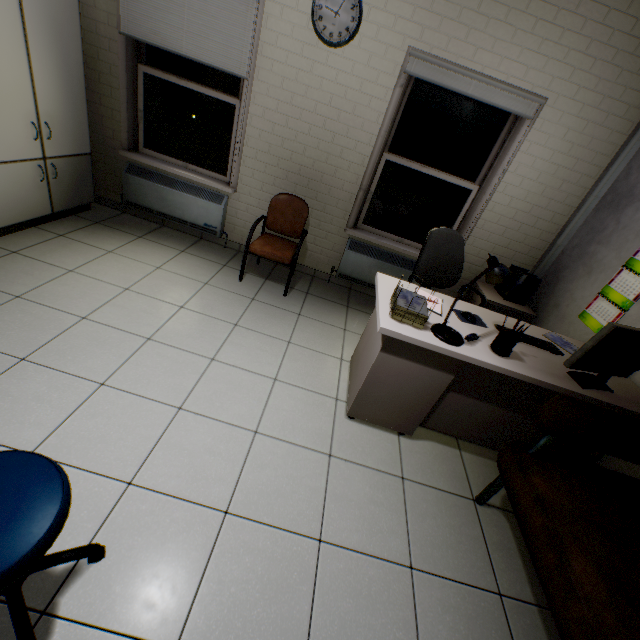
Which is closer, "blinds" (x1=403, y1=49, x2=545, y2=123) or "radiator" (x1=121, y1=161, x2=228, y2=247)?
"blinds" (x1=403, y1=49, x2=545, y2=123)

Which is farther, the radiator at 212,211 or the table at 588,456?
the radiator at 212,211

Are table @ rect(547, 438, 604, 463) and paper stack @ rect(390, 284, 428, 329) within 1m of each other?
yes

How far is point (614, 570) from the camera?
1.39m

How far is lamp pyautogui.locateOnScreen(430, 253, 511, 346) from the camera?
1.8m

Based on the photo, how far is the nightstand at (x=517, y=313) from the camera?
3.3 meters

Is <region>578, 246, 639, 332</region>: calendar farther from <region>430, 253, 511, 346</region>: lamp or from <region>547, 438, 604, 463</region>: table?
<region>430, 253, 511, 346</region>: lamp

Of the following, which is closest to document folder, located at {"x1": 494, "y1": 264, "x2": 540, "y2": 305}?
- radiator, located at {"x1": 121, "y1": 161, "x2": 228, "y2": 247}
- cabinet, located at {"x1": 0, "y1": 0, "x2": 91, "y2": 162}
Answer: radiator, located at {"x1": 121, "y1": 161, "x2": 228, "y2": 247}
